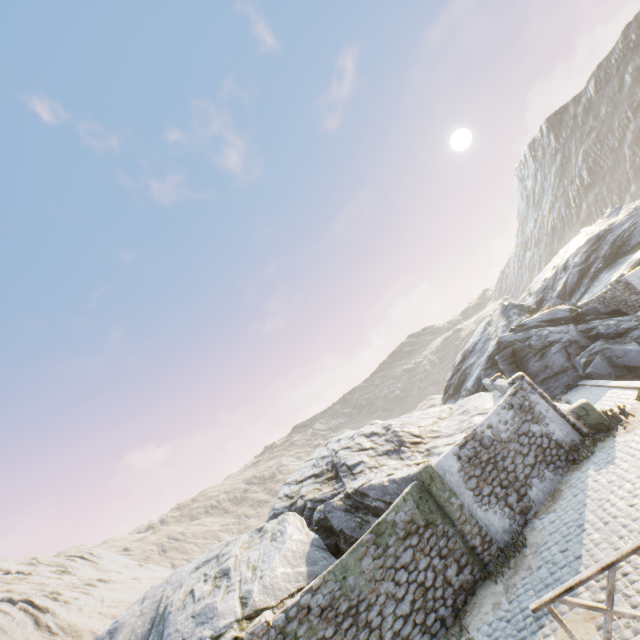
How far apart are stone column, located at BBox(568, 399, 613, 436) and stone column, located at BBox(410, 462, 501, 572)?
5.1m

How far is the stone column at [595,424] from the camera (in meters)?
11.64

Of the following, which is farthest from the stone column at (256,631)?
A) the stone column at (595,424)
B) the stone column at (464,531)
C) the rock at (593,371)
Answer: the stone column at (595,424)

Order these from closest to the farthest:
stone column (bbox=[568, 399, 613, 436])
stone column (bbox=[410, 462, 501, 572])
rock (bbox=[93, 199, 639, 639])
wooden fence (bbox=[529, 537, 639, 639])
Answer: wooden fence (bbox=[529, 537, 639, 639])
stone column (bbox=[410, 462, 501, 572])
rock (bbox=[93, 199, 639, 639])
stone column (bbox=[568, 399, 613, 436])

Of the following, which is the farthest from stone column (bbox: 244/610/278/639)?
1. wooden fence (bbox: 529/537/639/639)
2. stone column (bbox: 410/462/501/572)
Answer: wooden fence (bbox: 529/537/639/639)

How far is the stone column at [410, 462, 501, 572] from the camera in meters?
9.6 m

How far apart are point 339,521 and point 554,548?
7.0 meters

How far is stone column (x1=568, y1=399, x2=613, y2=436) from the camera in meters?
11.6 m
